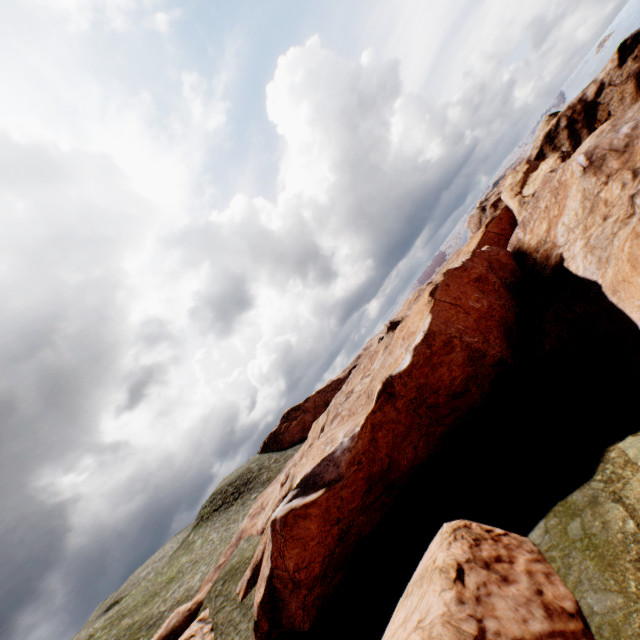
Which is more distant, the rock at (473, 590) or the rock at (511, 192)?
the rock at (511, 192)

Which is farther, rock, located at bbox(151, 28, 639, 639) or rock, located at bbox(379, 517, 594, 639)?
rock, located at bbox(151, 28, 639, 639)

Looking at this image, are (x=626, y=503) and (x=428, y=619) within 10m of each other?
yes
